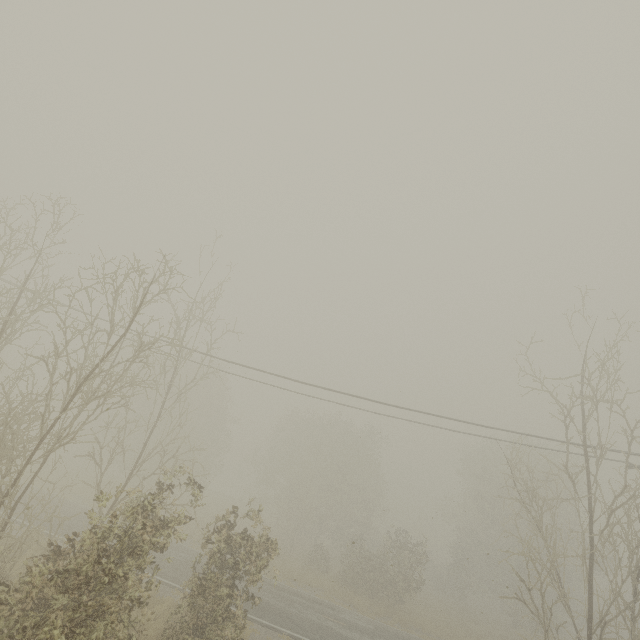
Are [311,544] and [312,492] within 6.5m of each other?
yes
